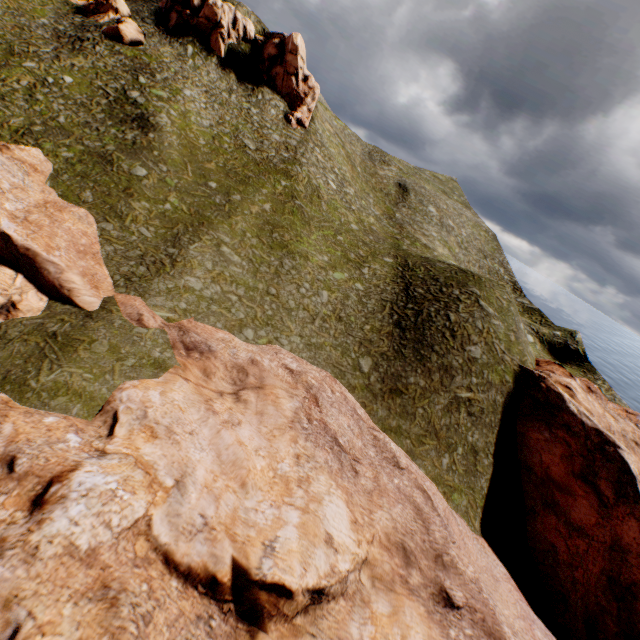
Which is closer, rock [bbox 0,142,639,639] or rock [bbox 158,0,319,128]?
rock [bbox 0,142,639,639]

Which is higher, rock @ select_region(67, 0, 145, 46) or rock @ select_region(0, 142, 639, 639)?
rock @ select_region(67, 0, 145, 46)

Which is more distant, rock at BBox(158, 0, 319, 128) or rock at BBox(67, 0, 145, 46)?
rock at BBox(158, 0, 319, 128)

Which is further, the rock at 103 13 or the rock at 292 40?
the rock at 292 40

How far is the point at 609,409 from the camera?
32.4 meters

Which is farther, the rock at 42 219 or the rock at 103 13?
the rock at 103 13

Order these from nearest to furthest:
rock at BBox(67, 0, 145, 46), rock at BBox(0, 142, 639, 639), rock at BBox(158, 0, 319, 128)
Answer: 1. rock at BBox(0, 142, 639, 639)
2. rock at BBox(67, 0, 145, 46)
3. rock at BBox(158, 0, 319, 128)
